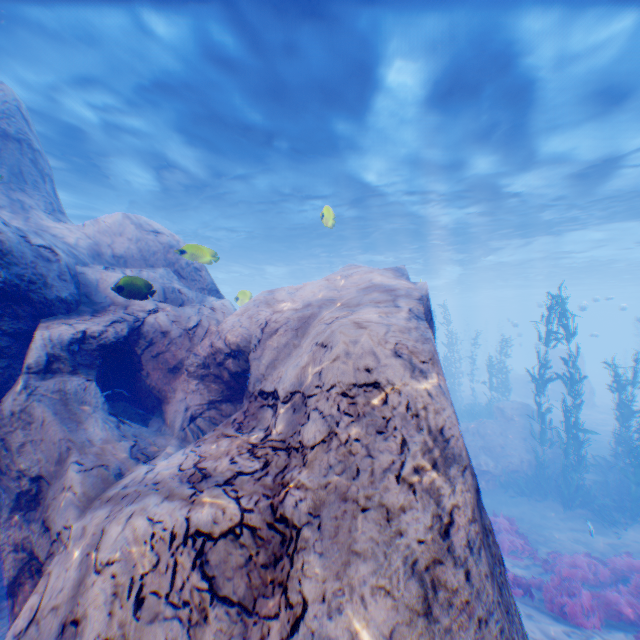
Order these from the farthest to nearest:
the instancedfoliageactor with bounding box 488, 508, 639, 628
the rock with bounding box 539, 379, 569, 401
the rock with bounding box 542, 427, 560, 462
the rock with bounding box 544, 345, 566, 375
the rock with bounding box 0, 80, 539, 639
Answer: the rock with bounding box 544, 345, 566, 375
the rock with bounding box 539, 379, 569, 401
the rock with bounding box 542, 427, 560, 462
the instancedfoliageactor with bounding box 488, 508, 639, 628
the rock with bounding box 0, 80, 539, 639

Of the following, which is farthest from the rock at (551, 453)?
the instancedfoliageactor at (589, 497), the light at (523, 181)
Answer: the instancedfoliageactor at (589, 497)

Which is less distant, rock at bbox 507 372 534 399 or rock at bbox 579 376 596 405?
rock at bbox 579 376 596 405

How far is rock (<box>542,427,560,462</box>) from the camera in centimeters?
1554cm

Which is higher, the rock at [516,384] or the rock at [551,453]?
the rock at [516,384]

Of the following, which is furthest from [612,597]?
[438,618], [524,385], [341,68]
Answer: Result: [524,385]

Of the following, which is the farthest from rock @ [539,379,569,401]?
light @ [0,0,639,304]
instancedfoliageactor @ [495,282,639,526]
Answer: instancedfoliageactor @ [495,282,639,526]
